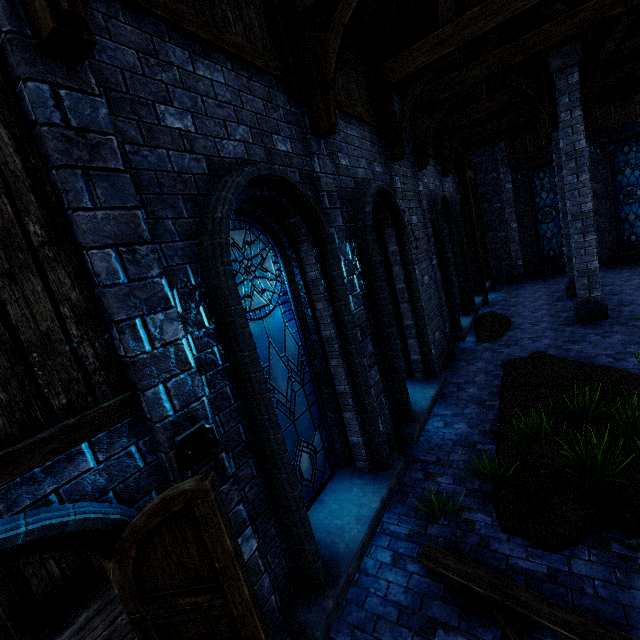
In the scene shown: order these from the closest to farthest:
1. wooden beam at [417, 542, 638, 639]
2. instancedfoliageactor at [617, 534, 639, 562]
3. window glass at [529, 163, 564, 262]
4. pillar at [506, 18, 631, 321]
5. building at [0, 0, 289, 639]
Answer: building at [0, 0, 289, 639]
wooden beam at [417, 542, 638, 639]
instancedfoliageactor at [617, 534, 639, 562]
pillar at [506, 18, 631, 321]
window glass at [529, 163, 564, 262]

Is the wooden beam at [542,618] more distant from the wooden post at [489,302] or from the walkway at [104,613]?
the wooden post at [489,302]

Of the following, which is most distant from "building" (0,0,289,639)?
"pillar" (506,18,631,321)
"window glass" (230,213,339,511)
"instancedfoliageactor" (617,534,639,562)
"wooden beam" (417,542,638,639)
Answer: "instancedfoliageactor" (617,534,639,562)

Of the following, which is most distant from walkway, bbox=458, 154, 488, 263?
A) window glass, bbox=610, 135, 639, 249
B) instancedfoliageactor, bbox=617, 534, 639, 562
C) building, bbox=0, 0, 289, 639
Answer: instancedfoliageactor, bbox=617, 534, 639, 562

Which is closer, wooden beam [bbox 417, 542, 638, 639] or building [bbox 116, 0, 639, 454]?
wooden beam [bbox 417, 542, 638, 639]

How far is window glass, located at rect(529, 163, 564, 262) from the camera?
15.48m

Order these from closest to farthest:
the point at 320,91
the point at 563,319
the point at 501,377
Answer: the point at 320,91
the point at 501,377
the point at 563,319

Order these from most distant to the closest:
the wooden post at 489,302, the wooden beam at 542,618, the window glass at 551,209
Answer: the window glass at 551,209 → the wooden post at 489,302 → the wooden beam at 542,618
